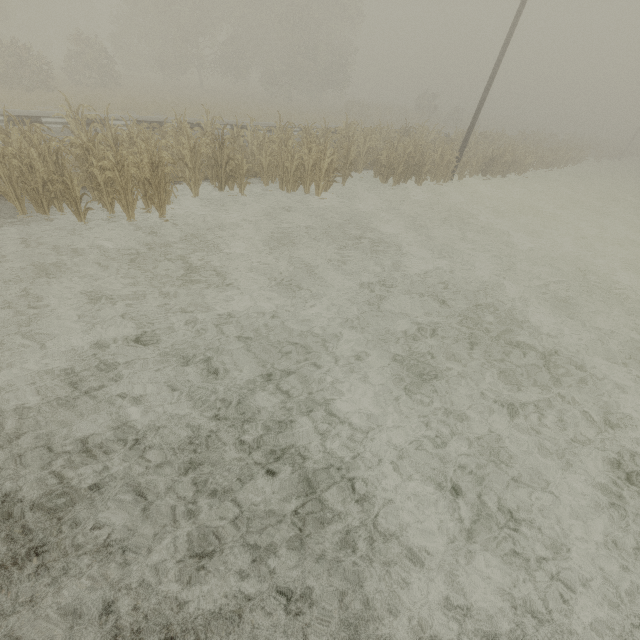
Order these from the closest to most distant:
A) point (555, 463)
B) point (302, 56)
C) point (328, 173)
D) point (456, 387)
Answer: point (555, 463)
point (456, 387)
point (328, 173)
point (302, 56)

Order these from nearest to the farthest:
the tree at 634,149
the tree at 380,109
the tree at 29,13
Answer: the tree at 380,109, the tree at 29,13, the tree at 634,149

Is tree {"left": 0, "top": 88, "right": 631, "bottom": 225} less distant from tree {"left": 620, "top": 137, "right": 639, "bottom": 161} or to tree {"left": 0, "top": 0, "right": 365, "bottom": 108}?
tree {"left": 620, "top": 137, "right": 639, "bottom": 161}

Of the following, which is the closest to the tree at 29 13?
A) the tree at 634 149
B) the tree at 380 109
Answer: the tree at 634 149

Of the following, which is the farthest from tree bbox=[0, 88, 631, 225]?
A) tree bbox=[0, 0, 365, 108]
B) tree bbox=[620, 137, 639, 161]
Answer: tree bbox=[0, 0, 365, 108]

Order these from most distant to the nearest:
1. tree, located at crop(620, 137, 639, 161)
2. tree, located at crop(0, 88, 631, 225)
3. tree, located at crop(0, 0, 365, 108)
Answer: tree, located at crop(620, 137, 639, 161) → tree, located at crop(0, 0, 365, 108) → tree, located at crop(0, 88, 631, 225)
